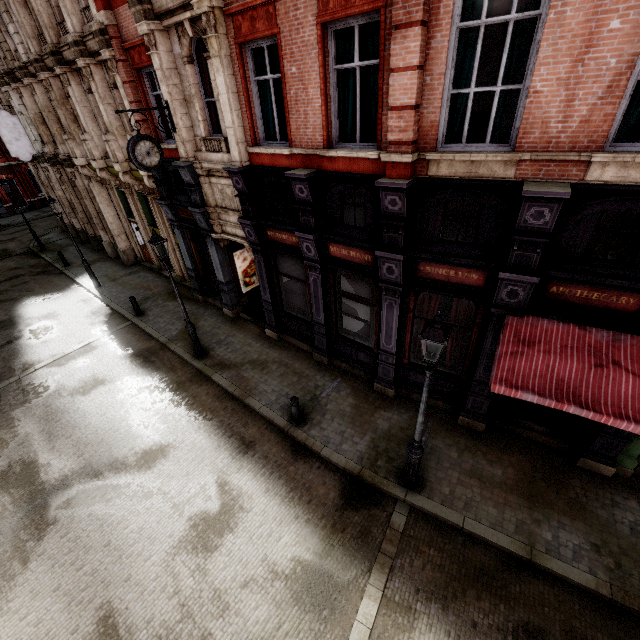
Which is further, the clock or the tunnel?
the tunnel

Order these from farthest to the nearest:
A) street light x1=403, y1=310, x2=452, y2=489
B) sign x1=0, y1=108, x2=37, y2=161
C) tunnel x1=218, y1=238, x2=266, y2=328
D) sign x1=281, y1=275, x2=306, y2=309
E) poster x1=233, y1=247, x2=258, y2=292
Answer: sign x1=0, y1=108, x2=37, y2=161
poster x1=233, y1=247, x2=258, y2=292
tunnel x1=218, y1=238, x2=266, y2=328
sign x1=281, y1=275, x2=306, y2=309
street light x1=403, y1=310, x2=452, y2=489

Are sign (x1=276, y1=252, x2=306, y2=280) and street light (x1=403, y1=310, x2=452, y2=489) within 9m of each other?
yes

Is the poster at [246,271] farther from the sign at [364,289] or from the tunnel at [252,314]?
the sign at [364,289]

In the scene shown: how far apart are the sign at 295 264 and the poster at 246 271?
3.2 meters

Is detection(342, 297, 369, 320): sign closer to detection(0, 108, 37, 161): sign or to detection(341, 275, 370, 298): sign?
detection(341, 275, 370, 298): sign

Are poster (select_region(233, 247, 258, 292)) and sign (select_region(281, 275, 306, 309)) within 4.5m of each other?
yes

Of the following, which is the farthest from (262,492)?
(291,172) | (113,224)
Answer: (113,224)
